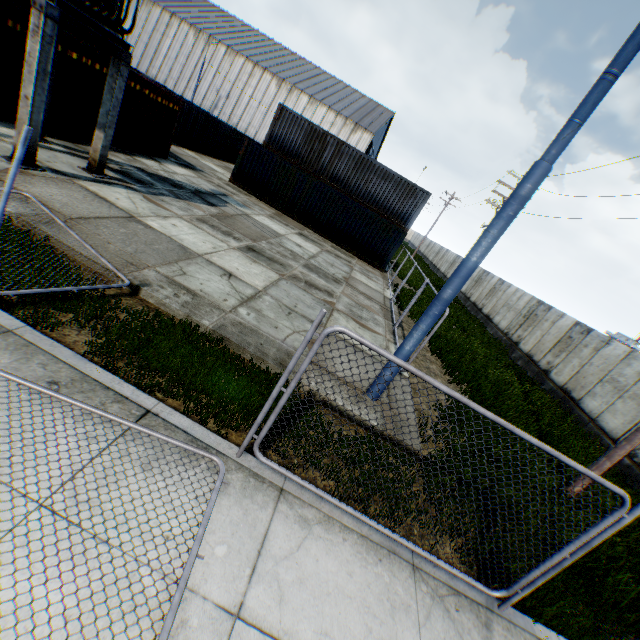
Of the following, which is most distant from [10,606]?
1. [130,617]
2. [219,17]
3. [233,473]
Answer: [219,17]

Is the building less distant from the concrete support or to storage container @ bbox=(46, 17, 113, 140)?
storage container @ bbox=(46, 17, 113, 140)

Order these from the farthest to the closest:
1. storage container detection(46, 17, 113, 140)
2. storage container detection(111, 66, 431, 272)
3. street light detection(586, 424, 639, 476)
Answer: storage container detection(111, 66, 431, 272)
storage container detection(46, 17, 113, 140)
street light detection(586, 424, 639, 476)

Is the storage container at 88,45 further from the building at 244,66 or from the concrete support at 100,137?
the building at 244,66

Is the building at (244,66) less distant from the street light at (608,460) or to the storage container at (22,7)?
the storage container at (22,7)

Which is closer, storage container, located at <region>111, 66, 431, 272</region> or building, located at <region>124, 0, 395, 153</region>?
storage container, located at <region>111, 66, 431, 272</region>

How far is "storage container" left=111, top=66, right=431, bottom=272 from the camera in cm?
1526

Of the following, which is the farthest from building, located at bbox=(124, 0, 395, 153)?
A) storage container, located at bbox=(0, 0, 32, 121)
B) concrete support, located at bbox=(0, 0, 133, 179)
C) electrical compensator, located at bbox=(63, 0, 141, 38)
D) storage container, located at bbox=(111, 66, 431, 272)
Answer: concrete support, located at bbox=(0, 0, 133, 179)
